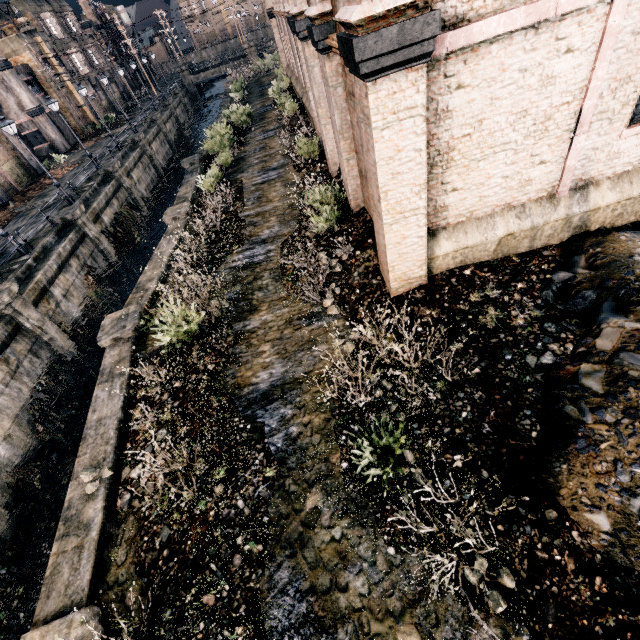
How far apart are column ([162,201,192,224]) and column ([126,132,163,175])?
22.01m

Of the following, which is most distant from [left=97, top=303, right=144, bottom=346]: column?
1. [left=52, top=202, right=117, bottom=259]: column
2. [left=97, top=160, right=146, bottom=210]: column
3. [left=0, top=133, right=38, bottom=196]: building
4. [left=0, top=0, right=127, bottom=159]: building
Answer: [left=0, top=0, right=127, bottom=159]: building

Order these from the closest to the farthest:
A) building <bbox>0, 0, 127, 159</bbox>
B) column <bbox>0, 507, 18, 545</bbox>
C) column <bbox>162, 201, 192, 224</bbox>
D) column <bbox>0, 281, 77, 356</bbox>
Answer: column <bbox>0, 507, 18, 545</bbox>, column <bbox>0, 281, 77, 356</bbox>, column <bbox>162, 201, 192, 224</bbox>, building <bbox>0, 0, 127, 159</bbox>

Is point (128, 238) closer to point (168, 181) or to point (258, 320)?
point (168, 181)

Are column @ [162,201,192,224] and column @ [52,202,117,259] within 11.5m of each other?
yes

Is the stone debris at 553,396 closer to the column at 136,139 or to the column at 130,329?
the column at 130,329

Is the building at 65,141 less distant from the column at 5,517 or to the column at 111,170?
the column at 111,170

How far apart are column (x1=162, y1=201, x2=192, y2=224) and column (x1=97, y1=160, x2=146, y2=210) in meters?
13.8
